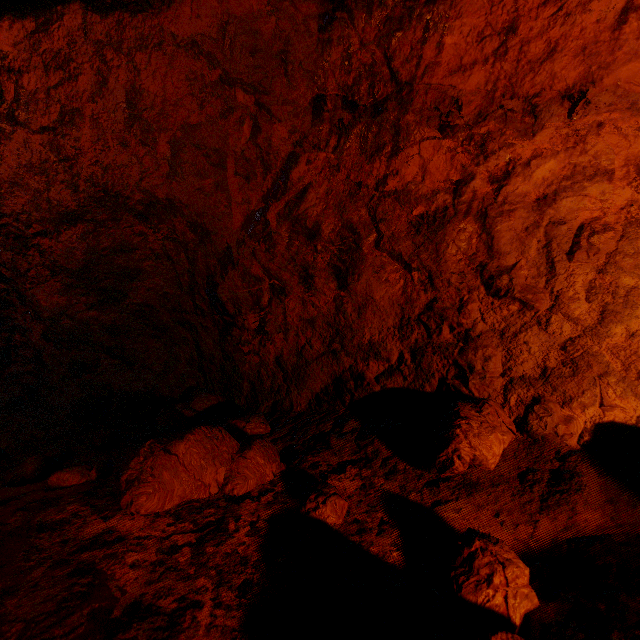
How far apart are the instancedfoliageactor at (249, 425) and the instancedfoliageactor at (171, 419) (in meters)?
0.26

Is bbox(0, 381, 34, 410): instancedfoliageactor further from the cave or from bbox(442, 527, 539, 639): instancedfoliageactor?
the cave

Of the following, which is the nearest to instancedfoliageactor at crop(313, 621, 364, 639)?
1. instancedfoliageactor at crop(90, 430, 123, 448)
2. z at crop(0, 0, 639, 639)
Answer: z at crop(0, 0, 639, 639)

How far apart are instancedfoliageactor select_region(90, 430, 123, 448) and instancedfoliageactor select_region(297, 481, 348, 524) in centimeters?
137cm

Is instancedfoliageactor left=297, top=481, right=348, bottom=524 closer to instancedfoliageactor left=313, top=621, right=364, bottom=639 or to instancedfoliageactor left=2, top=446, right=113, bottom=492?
instancedfoliageactor left=313, top=621, right=364, bottom=639

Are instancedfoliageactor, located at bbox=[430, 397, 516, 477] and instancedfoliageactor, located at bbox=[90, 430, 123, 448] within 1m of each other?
no

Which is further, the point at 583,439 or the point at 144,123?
the point at 144,123

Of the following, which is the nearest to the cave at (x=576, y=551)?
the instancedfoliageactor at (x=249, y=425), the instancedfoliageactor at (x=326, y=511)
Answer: the instancedfoliageactor at (x=326, y=511)
